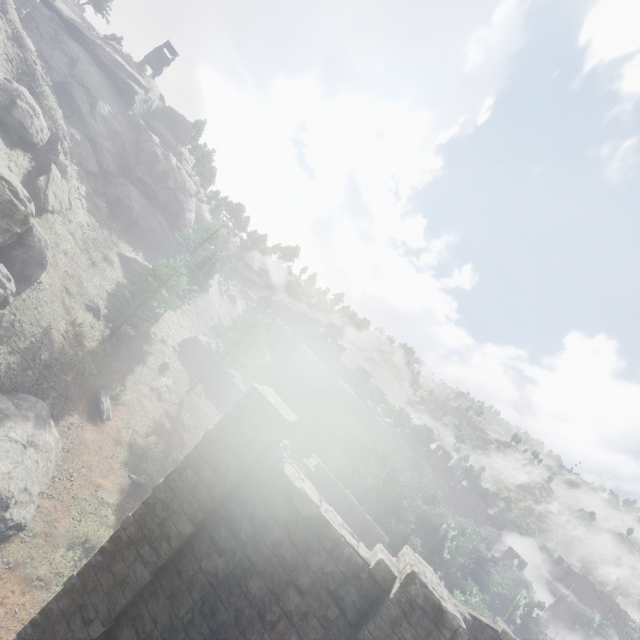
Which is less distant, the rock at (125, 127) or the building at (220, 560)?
the building at (220, 560)

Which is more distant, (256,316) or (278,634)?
(256,316)

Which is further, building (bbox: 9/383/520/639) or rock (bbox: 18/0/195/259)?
rock (bbox: 18/0/195/259)
